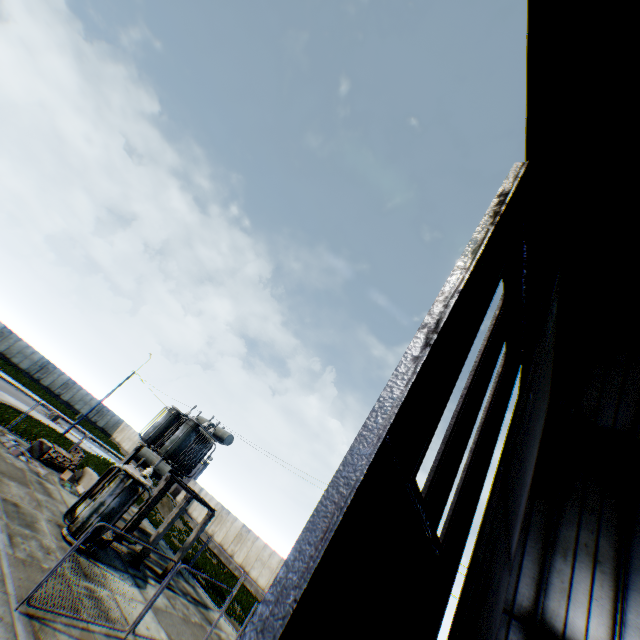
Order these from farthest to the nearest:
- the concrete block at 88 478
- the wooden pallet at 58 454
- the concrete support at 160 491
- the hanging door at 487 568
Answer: the concrete block at 88 478 → the wooden pallet at 58 454 → the concrete support at 160 491 → the hanging door at 487 568

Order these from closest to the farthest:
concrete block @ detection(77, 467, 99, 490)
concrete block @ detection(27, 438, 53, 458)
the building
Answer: the building → concrete block @ detection(27, 438, 53, 458) → concrete block @ detection(77, 467, 99, 490)

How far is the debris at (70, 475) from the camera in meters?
18.3 m

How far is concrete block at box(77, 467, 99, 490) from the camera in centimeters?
1952cm

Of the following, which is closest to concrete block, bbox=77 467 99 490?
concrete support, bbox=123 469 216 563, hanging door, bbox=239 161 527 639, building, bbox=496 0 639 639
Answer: concrete support, bbox=123 469 216 563

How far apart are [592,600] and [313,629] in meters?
Result: 10.1

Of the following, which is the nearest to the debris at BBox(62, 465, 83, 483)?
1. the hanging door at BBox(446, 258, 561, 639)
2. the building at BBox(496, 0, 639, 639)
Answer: the building at BBox(496, 0, 639, 639)

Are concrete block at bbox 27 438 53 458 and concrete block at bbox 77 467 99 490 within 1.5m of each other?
no
